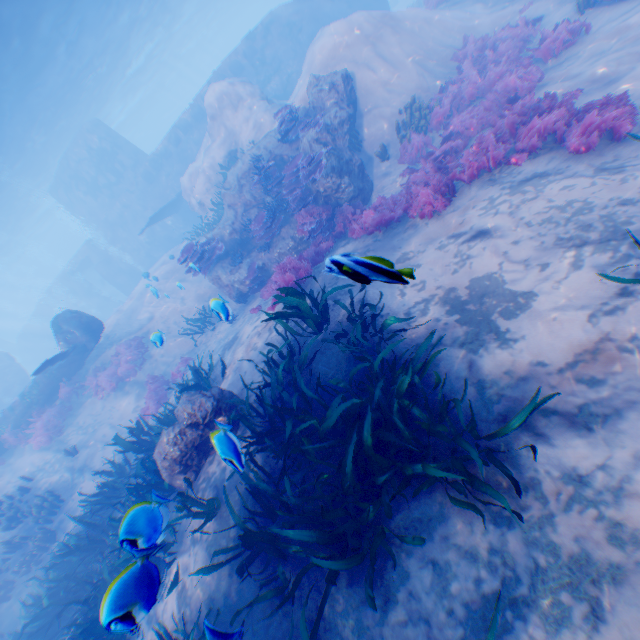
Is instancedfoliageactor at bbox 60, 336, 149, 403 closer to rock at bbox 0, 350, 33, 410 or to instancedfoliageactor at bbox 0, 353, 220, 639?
rock at bbox 0, 350, 33, 410

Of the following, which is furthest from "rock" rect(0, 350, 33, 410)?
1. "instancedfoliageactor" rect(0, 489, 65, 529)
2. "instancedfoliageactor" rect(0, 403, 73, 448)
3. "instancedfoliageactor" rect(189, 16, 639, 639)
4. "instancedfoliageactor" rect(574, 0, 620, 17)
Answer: "instancedfoliageactor" rect(574, 0, 620, 17)

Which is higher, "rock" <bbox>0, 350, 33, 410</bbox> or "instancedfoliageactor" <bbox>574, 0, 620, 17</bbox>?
"rock" <bbox>0, 350, 33, 410</bbox>

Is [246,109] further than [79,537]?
Yes

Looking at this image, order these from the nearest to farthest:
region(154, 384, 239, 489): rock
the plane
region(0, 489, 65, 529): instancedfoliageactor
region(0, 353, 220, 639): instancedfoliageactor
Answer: region(0, 353, 220, 639): instancedfoliageactor → region(154, 384, 239, 489): rock → region(0, 489, 65, 529): instancedfoliageactor → the plane

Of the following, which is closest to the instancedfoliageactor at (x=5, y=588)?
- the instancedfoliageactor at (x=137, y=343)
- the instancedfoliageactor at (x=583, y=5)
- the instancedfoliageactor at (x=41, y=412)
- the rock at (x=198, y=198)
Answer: the rock at (x=198, y=198)

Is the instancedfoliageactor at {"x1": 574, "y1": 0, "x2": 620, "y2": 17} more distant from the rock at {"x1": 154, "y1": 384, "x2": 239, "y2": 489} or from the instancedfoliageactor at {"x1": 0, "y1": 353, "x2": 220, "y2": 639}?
the instancedfoliageactor at {"x1": 0, "y1": 353, "x2": 220, "y2": 639}

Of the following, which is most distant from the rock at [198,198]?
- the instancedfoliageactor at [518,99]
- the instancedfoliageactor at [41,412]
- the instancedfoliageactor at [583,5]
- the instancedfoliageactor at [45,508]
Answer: the instancedfoliageactor at [583,5]
